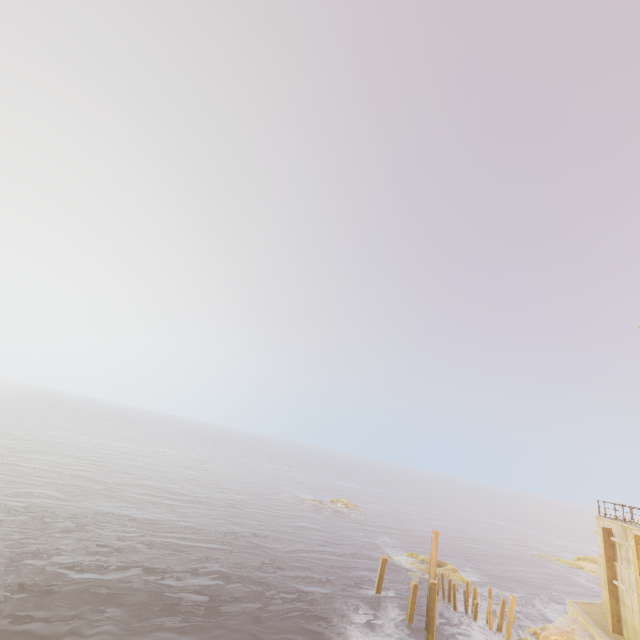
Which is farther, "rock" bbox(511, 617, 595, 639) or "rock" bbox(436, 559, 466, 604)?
"rock" bbox(436, 559, 466, 604)

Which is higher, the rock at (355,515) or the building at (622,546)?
the building at (622,546)

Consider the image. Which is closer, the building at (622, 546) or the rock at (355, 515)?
the building at (622, 546)

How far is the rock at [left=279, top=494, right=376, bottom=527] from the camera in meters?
47.2 m

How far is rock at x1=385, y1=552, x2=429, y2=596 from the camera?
27.05m

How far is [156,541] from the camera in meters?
25.3 m

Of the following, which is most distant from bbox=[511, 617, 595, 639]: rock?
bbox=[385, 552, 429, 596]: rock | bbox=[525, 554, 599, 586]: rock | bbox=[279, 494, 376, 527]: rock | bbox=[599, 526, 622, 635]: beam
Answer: bbox=[525, 554, 599, 586]: rock

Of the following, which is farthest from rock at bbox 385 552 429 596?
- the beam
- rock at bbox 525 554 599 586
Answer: rock at bbox 525 554 599 586
